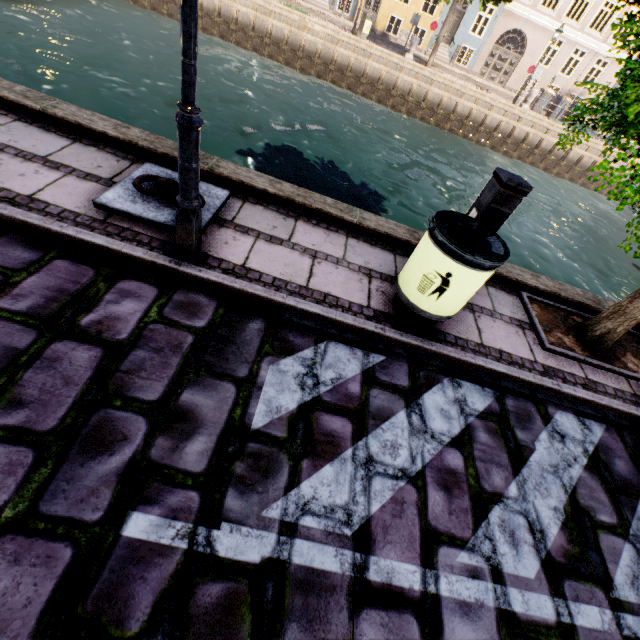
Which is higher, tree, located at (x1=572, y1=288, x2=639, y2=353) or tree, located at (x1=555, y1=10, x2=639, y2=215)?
tree, located at (x1=555, y1=10, x2=639, y2=215)

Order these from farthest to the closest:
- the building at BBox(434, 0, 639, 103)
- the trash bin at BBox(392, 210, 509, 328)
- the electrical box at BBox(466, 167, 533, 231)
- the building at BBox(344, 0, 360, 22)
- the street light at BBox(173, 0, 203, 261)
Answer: the building at BBox(344, 0, 360, 22)
the building at BBox(434, 0, 639, 103)
the electrical box at BBox(466, 167, 533, 231)
the trash bin at BBox(392, 210, 509, 328)
the street light at BBox(173, 0, 203, 261)

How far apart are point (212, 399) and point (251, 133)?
11.8m

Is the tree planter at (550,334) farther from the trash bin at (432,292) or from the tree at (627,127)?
the trash bin at (432,292)

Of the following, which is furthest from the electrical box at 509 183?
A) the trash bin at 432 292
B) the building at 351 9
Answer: the building at 351 9

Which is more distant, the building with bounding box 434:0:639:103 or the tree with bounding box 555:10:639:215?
the building with bounding box 434:0:639:103

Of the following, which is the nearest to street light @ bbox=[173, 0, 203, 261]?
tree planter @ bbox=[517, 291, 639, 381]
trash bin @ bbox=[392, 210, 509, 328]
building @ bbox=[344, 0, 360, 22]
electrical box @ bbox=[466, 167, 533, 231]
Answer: tree planter @ bbox=[517, 291, 639, 381]

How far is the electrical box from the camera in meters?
3.3 m
